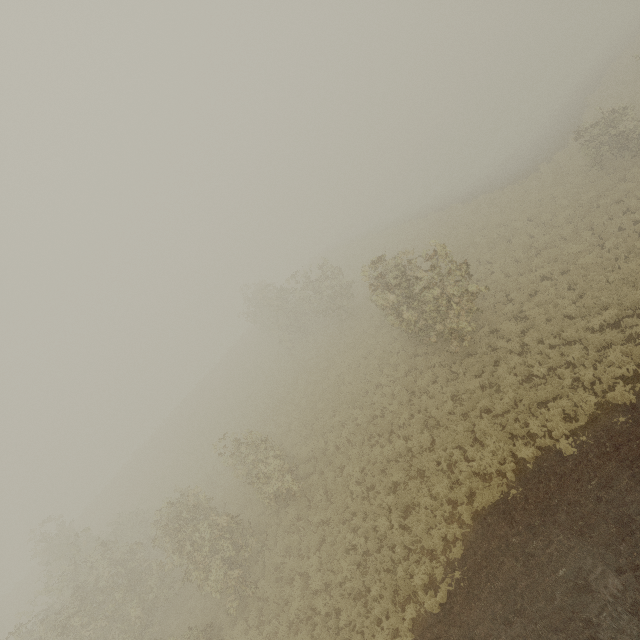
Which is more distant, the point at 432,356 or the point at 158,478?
the point at 158,478
